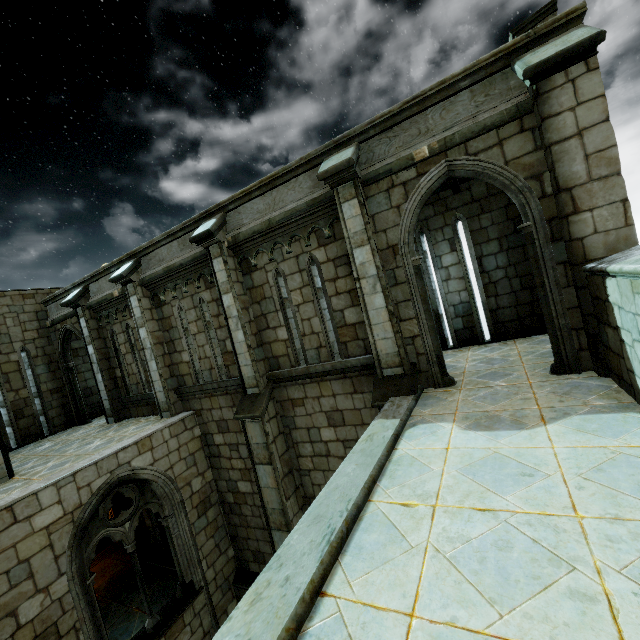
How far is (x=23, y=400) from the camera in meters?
11.8
